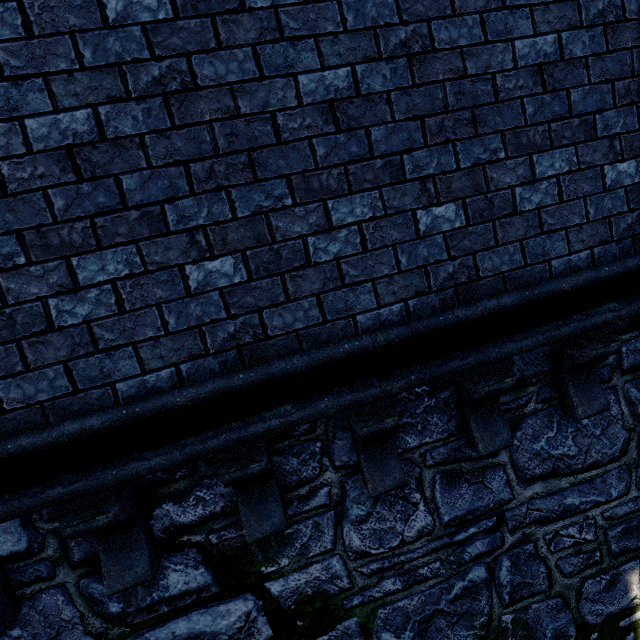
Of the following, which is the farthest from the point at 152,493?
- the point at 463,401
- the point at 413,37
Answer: the point at 413,37
